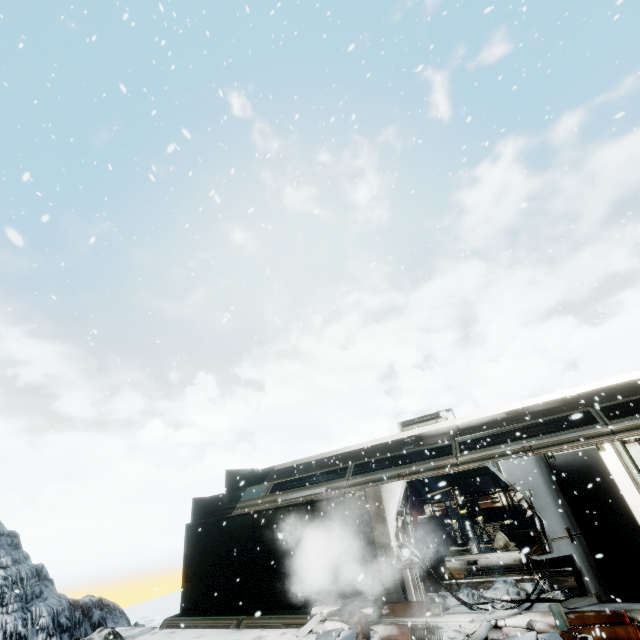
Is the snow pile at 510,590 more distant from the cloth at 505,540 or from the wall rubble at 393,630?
the cloth at 505,540

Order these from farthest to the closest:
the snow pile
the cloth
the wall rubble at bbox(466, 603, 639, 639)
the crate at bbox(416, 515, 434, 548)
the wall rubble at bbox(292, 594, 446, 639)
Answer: the crate at bbox(416, 515, 434, 548)
the cloth
the snow pile
the wall rubble at bbox(292, 594, 446, 639)
the wall rubble at bbox(466, 603, 639, 639)

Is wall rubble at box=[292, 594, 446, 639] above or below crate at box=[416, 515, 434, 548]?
below

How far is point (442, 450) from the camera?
13.7m

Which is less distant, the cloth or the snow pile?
the snow pile

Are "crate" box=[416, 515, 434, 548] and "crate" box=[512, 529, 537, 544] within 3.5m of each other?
no

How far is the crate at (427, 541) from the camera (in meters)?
15.95

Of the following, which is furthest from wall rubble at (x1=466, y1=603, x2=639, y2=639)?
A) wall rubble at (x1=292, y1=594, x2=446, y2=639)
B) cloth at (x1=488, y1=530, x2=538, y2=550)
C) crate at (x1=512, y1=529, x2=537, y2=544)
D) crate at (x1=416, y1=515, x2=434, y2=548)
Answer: crate at (x1=416, y1=515, x2=434, y2=548)
